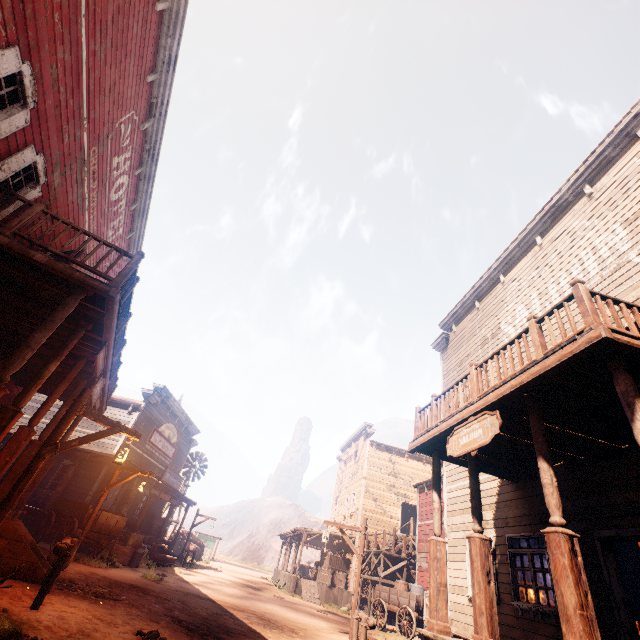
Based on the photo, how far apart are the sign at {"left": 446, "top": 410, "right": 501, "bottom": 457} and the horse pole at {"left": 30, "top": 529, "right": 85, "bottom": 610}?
7.45m

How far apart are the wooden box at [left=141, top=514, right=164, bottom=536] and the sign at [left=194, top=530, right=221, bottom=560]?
17.1 meters

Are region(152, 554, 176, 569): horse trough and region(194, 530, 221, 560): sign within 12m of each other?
no

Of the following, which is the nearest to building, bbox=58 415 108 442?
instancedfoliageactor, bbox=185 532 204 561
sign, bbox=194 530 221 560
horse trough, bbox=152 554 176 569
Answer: horse trough, bbox=152 554 176 569

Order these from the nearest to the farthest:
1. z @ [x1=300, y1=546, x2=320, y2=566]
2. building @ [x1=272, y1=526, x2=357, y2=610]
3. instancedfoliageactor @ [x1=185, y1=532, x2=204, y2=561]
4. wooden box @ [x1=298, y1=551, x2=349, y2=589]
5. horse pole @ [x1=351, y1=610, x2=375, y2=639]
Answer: horse pole @ [x1=351, y1=610, x2=375, y2=639] < building @ [x1=272, y1=526, x2=357, y2=610] < wooden box @ [x1=298, y1=551, x2=349, y2=589] < instancedfoliageactor @ [x1=185, y1=532, x2=204, y2=561] < z @ [x1=300, y1=546, x2=320, y2=566]

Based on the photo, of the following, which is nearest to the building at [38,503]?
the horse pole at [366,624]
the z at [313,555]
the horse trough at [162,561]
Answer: the z at [313,555]

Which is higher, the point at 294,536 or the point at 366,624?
the point at 294,536

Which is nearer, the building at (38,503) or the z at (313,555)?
the building at (38,503)
